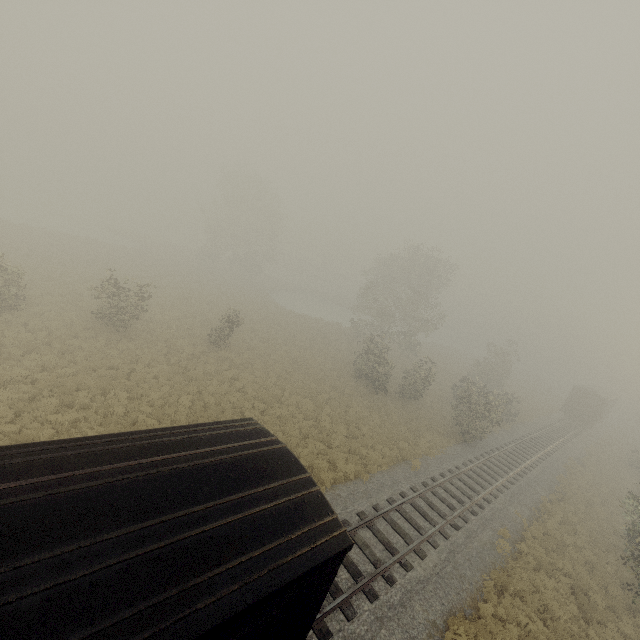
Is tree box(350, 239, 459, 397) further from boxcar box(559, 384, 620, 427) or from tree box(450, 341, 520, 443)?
boxcar box(559, 384, 620, 427)

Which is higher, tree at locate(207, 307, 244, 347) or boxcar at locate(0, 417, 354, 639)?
boxcar at locate(0, 417, 354, 639)

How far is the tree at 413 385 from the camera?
26.1m

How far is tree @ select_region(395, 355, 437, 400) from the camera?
26.1m

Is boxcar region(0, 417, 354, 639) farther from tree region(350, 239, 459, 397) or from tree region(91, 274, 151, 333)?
tree region(350, 239, 459, 397)

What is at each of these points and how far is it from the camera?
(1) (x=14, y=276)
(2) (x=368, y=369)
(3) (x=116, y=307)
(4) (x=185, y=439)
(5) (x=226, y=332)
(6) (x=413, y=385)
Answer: (1) tree, 18.0m
(2) tree, 29.0m
(3) tree, 20.3m
(4) boxcar, 5.9m
(5) tree, 23.8m
(6) tree, 27.6m

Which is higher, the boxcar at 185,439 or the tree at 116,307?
the boxcar at 185,439
